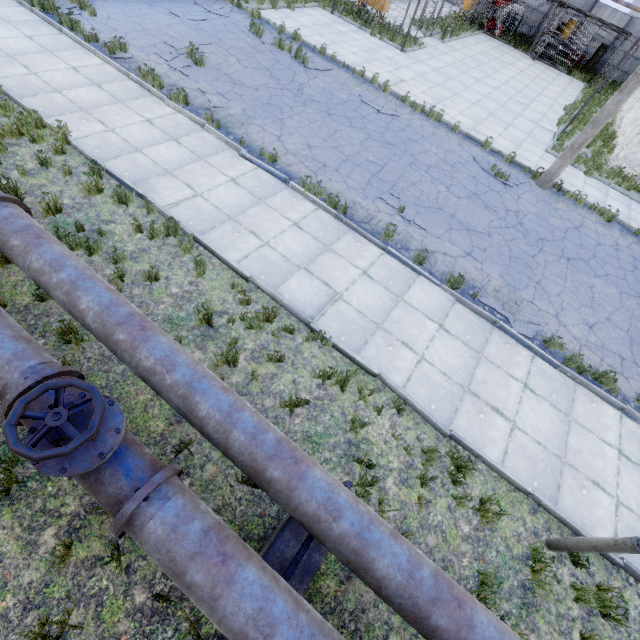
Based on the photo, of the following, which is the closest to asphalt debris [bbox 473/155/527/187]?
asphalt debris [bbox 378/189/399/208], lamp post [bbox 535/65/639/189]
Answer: lamp post [bbox 535/65/639/189]

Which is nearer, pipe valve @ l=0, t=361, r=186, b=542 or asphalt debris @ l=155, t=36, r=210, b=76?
pipe valve @ l=0, t=361, r=186, b=542

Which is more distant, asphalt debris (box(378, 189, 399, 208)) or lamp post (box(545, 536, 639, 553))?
asphalt debris (box(378, 189, 399, 208))

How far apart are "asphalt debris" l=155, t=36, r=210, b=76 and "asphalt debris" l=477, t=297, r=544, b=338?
11.11m

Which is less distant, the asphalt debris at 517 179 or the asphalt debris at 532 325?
the asphalt debris at 532 325

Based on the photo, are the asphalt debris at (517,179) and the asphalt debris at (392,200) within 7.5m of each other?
yes

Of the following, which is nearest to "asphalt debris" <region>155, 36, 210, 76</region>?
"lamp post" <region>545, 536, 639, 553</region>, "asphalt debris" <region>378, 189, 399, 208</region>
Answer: "asphalt debris" <region>378, 189, 399, 208</region>

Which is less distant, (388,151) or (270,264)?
(270,264)
